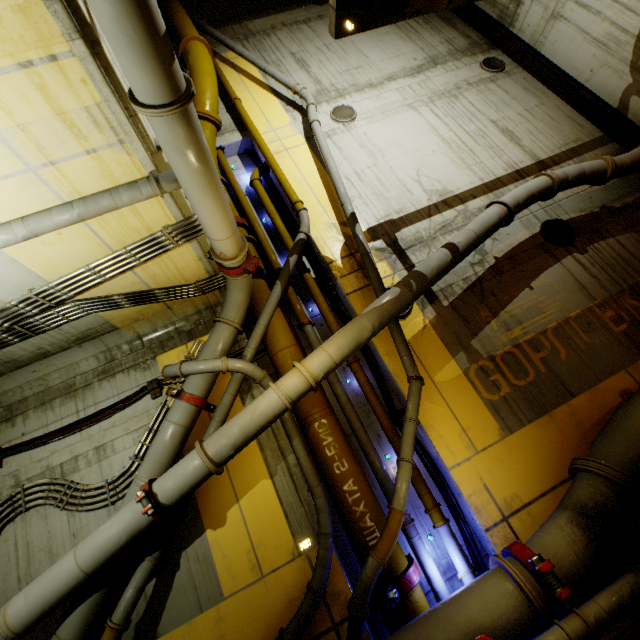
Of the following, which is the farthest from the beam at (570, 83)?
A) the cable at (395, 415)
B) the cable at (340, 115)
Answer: the cable at (395, 415)

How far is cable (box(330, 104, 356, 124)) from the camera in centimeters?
970cm

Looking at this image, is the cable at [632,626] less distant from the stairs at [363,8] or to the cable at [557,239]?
the stairs at [363,8]

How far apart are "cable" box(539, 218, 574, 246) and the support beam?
8.0m

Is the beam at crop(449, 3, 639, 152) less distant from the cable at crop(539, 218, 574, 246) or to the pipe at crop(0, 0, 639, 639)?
the pipe at crop(0, 0, 639, 639)

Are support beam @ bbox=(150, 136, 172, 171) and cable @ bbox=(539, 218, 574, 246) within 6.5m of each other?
no

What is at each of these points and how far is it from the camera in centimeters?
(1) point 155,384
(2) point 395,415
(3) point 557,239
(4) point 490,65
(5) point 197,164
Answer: (1) cable, 640cm
(2) cable, 657cm
(3) cable, 786cm
(4) cable, 1080cm
(5) pipe, 375cm

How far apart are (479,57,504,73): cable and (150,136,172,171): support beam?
11.1m
